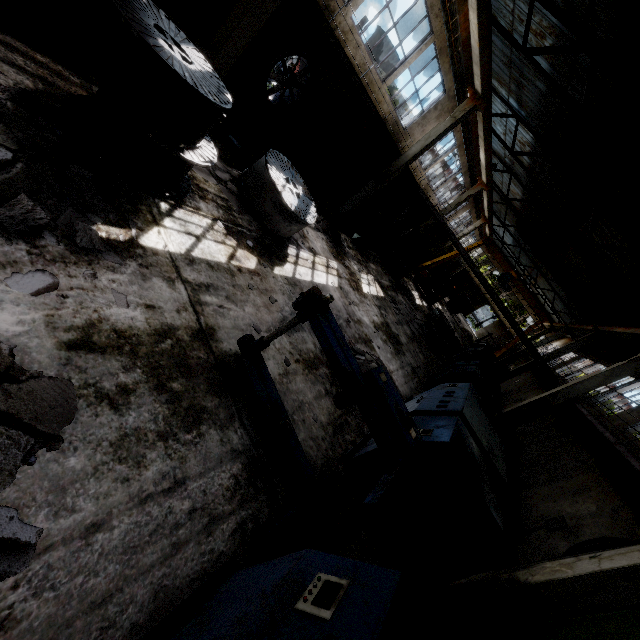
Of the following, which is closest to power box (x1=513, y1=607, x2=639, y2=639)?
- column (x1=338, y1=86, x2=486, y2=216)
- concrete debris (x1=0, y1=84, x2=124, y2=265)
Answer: concrete debris (x1=0, y1=84, x2=124, y2=265)

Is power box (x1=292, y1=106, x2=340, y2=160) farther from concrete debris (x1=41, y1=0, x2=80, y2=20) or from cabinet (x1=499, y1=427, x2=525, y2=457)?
cabinet (x1=499, y1=427, x2=525, y2=457)

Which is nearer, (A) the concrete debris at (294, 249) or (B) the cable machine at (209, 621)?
(B) the cable machine at (209, 621)

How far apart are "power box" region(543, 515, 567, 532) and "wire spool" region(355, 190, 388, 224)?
16.8m

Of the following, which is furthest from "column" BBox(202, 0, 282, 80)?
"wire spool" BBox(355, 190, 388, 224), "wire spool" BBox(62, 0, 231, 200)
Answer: "wire spool" BBox(355, 190, 388, 224)

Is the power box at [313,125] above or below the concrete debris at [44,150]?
above

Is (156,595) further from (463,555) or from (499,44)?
(499,44)

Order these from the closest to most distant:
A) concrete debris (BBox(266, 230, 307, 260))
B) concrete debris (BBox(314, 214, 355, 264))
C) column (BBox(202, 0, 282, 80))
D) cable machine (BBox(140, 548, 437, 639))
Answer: cable machine (BBox(140, 548, 437, 639)), column (BBox(202, 0, 282, 80)), concrete debris (BBox(266, 230, 307, 260)), concrete debris (BBox(314, 214, 355, 264))
